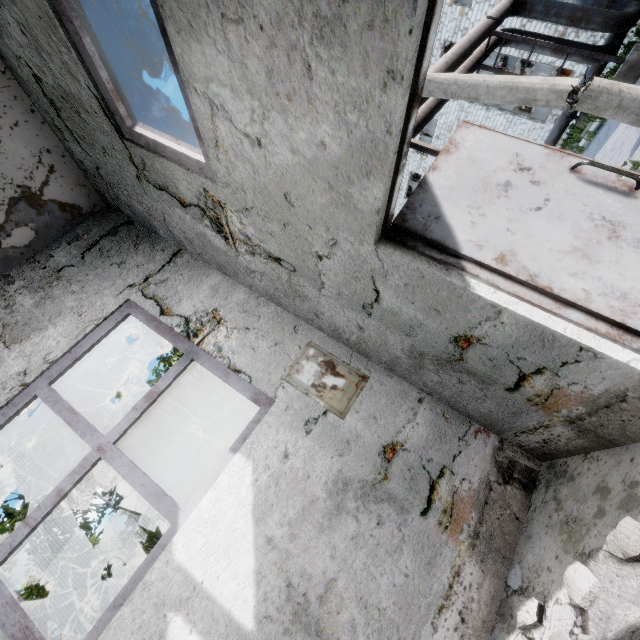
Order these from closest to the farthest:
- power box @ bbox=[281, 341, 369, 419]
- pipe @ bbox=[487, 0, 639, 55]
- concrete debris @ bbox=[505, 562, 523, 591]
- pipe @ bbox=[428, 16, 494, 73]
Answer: concrete debris @ bbox=[505, 562, 523, 591], power box @ bbox=[281, 341, 369, 419], pipe @ bbox=[428, 16, 494, 73], pipe @ bbox=[487, 0, 639, 55]

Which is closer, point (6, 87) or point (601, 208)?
point (601, 208)

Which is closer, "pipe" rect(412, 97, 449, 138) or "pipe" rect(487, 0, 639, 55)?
"pipe" rect(412, 97, 449, 138)

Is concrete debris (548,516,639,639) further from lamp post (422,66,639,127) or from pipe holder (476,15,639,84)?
pipe holder (476,15,639,84)

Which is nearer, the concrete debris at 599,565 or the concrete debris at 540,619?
the concrete debris at 599,565

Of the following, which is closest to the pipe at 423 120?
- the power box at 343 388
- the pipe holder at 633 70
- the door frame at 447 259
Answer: the pipe holder at 633 70

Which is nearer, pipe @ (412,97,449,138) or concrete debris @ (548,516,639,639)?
concrete debris @ (548,516,639,639)

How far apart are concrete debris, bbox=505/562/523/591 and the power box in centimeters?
187cm
